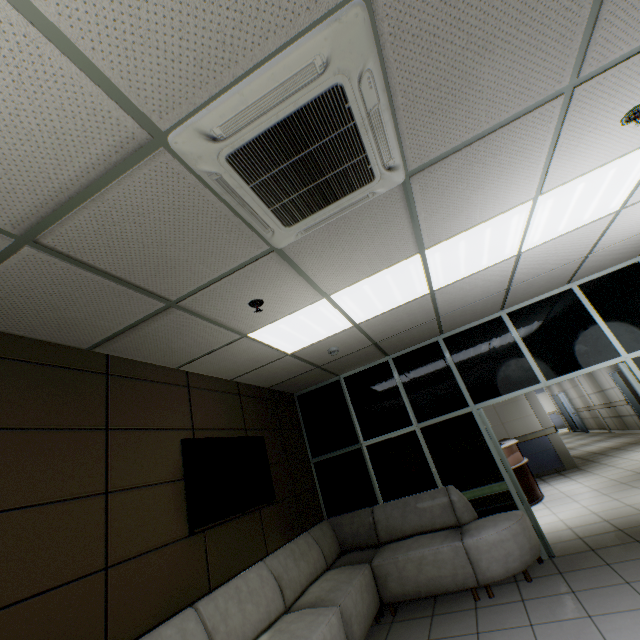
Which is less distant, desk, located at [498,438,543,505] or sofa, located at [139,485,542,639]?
sofa, located at [139,485,542,639]

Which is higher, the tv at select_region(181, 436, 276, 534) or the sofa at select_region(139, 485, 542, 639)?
the tv at select_region(181, 436, 276, 534)

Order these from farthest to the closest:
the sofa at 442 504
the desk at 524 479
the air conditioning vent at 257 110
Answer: the desk at 524 479, the sofa at 442 504, the air conditioning vent at 257 110

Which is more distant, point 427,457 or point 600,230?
point 427,457

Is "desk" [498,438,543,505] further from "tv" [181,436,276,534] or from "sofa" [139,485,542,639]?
"tv" [181,436,276,534]

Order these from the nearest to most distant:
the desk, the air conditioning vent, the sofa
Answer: the air conditioning vent < the sofa < the desk

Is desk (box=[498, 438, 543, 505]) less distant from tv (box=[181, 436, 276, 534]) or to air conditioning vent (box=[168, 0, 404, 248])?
tv (box=[181, 436, 276, 534])

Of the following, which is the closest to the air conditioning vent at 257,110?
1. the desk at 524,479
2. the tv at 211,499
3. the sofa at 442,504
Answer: the tv at 211,499
